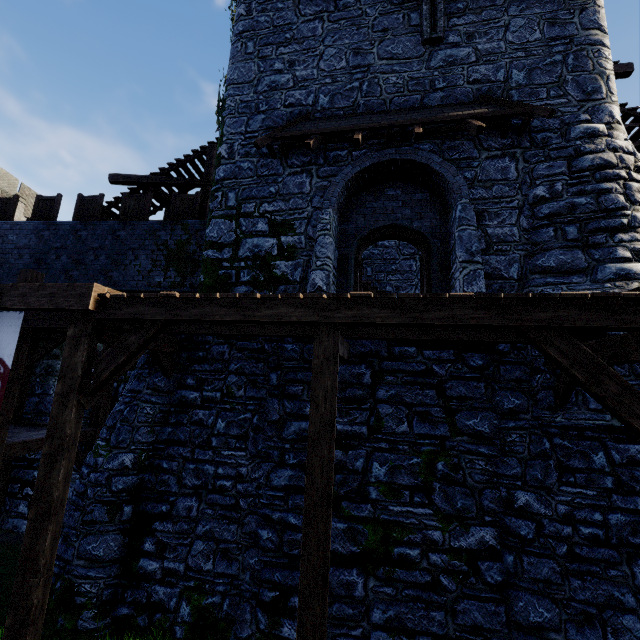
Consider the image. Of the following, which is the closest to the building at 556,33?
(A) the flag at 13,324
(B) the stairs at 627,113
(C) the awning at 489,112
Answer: (C) the awning at 489,112

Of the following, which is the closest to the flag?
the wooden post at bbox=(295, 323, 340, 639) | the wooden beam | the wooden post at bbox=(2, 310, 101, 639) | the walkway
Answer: the walkway

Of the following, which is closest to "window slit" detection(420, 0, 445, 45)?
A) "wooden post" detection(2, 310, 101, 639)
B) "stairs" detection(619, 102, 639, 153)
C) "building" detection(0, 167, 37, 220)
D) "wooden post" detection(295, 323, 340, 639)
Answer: "stairs" detection(619, 102, 639, 153)

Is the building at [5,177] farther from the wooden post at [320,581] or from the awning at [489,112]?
the wooden post at [320,581]

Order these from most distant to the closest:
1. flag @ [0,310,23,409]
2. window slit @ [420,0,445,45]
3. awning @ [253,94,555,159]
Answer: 1. window slit @ [420,0,445,45]
2. awning @ [253,94,555,159]
3. flag @ [0,310,23,409]

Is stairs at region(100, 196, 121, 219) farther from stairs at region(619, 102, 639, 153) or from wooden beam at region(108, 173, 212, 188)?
stairs at region(619, 102, 639, 153)

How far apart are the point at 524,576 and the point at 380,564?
2.19m

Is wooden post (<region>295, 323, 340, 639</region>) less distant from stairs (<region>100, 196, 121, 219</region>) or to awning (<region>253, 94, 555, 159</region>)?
awning (<region>253, 94, 555, 159</region>)
